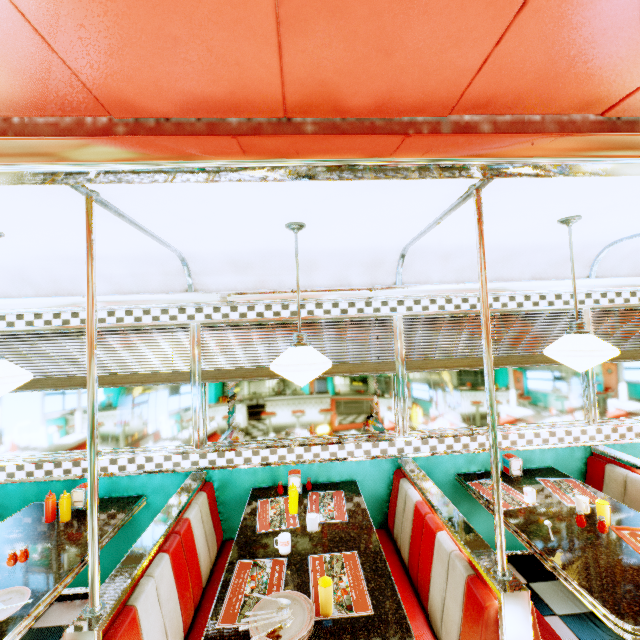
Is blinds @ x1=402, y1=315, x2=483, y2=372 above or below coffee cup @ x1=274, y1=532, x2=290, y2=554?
above

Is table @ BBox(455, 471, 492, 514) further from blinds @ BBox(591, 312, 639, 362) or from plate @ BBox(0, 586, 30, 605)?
plate @ BBox(0, 586, 30, 605)

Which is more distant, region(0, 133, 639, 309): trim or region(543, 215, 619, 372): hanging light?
region(543, 215, 619, 372): hanging light

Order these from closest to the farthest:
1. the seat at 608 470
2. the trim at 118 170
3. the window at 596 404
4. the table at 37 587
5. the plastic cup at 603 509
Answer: the trim at 118 170
the table at 37 587
the plastic cup at 603 509
the seat at 608 470
the window at 596 404

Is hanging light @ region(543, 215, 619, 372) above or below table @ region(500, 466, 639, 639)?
above

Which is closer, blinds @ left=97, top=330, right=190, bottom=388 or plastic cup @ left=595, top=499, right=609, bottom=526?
plastic cup @ left=595, top=499, right=609, bottom=526

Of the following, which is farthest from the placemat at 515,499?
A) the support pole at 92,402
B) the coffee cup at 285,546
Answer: the support pole at 92,402

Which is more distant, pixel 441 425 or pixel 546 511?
pixel 441 425
